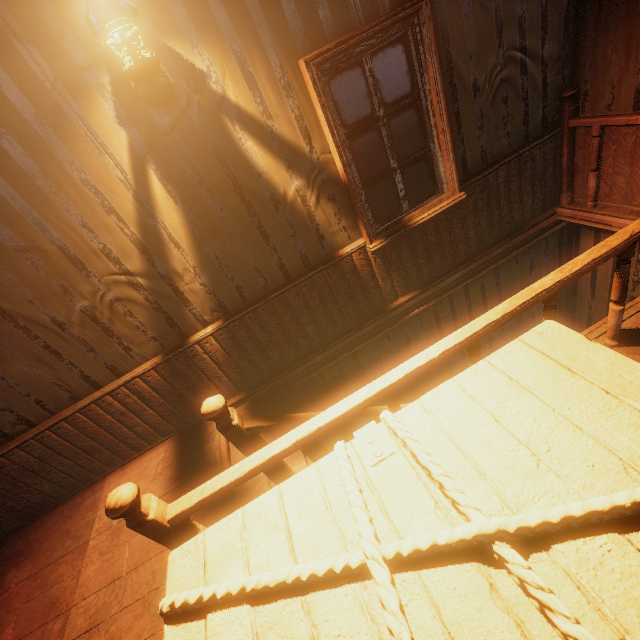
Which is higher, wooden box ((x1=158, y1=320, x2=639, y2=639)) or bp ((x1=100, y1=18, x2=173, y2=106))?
bp ((x1=100, y1=18, x2=173, y2=106))

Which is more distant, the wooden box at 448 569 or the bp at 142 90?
the bp at 142 90

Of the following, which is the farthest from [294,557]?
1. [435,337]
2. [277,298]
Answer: [435,337]

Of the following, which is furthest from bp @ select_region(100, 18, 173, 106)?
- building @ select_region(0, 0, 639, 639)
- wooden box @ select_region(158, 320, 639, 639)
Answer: wooden box @ select_region(158, 320, 639, 639)

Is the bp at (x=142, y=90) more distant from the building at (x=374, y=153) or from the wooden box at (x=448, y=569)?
the wooden box at (x=448, y=569)

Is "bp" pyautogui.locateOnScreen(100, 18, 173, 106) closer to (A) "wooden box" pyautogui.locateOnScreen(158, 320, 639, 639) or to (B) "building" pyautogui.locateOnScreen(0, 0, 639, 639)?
(B) "building" pyautogui.locateOnScreen(0, 0, 639, 639)

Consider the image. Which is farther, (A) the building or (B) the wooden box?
(A) the building
